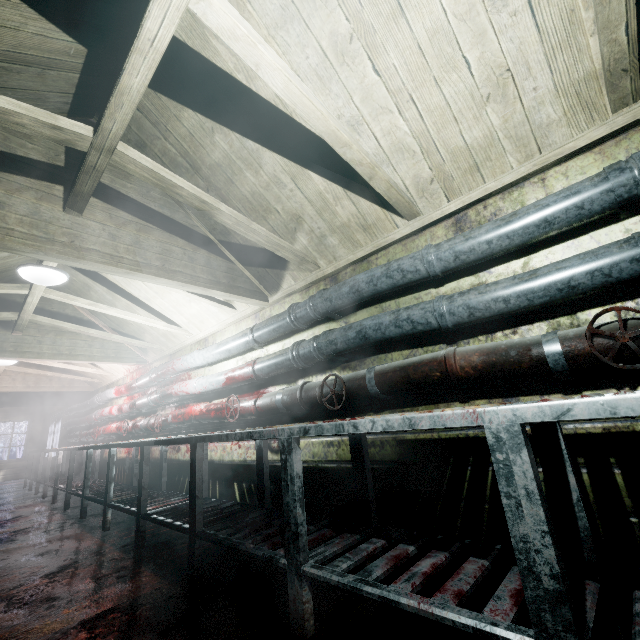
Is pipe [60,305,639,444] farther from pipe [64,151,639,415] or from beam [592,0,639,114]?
beam [592,0,639,114]

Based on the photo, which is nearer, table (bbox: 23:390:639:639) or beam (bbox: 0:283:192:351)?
table (bbox: 23:390:639:639)

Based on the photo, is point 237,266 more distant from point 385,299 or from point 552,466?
point 552,466

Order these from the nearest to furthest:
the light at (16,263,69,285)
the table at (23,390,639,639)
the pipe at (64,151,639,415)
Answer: the table at (23,390,639,639), the pipe at (64,151,639,415), the light at (16,263,69,285)

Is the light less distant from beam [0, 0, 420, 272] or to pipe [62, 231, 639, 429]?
beam [0, 0, 420, 272]

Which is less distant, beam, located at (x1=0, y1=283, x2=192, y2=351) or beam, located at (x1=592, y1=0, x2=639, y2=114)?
beam, located at (x1=592, y1=0, x2=639, y2=114)

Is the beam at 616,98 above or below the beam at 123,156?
below

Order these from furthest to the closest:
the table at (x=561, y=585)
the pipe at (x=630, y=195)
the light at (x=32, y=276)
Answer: the light at (x=32, y=276), the pipe at (x=630, y=195), the table at (x=561, y=585)
